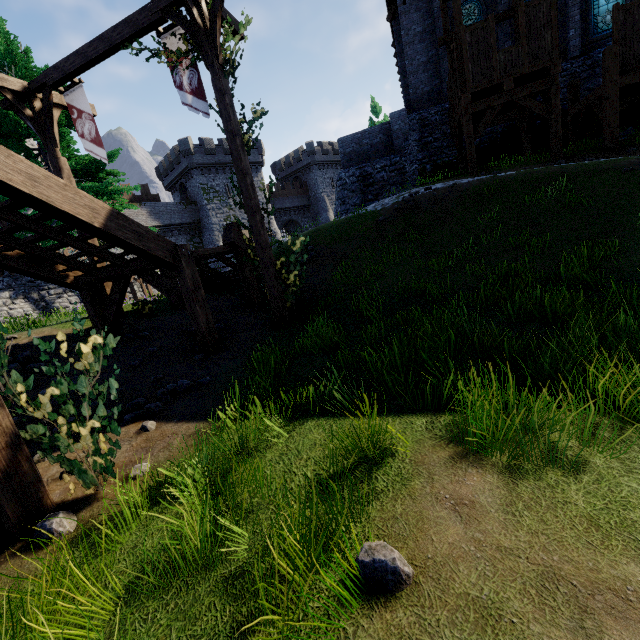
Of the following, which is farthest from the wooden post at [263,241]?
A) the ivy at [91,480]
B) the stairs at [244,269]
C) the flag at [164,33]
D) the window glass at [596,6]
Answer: the window glass at [596,6]

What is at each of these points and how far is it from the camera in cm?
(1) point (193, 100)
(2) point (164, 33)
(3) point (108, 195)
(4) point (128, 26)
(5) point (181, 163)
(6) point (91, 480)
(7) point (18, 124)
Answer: (1) flag, 810
(2) flag, 782
(3) instancedfoliageactor, 1228
(4) wooden beam, 742
(5) building, 3981
(6) ivy, 338
(7) instancedfoliageactor, 1069

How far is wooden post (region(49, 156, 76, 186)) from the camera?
9.20m

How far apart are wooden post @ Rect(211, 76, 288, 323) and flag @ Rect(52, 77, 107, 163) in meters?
4.3 m

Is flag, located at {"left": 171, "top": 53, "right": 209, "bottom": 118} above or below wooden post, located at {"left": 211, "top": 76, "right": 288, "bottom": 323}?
above

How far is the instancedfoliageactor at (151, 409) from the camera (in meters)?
4.86

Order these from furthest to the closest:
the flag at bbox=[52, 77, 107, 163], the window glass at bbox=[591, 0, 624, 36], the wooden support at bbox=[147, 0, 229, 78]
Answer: the window glass at bbox=[591, 0, 624, 36]
the flag at bbox=[52, 77, 107, 163]
the wooden support at bbox=[147, 0, 229, 78]

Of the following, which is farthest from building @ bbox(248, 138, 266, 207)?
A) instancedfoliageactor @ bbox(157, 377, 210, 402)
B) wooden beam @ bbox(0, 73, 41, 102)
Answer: instancedfoliageactor @ bbox(157, 377, 210, 402)
